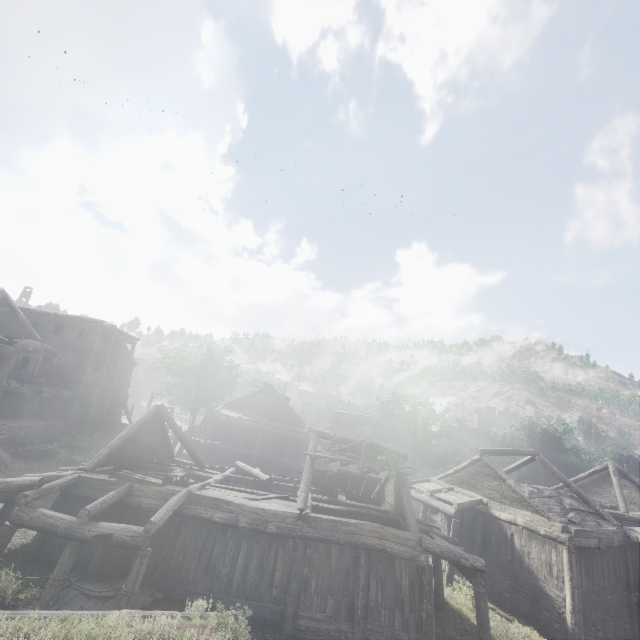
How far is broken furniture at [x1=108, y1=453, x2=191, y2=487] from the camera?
12.8 meters

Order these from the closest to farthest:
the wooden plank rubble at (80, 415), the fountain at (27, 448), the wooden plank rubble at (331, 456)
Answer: the wooden plank rubble at (331, 456), the fountain at (27, 448), the wooden plank rubble at (80, 415)

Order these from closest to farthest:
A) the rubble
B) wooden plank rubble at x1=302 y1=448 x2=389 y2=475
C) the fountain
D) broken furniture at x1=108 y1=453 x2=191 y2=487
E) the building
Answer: the building, broken furniture at x1=108 y1=453 x2=191 y2=487, wooden plank rubble at x1=302 y1=448 x2=389 y2=475, the rubble, the fountain

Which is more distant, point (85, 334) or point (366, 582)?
point (85, 334)

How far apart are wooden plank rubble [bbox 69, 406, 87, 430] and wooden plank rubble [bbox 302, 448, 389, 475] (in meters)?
24.14

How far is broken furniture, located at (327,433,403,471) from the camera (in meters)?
15.12

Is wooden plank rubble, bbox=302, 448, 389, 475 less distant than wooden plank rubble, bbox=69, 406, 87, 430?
Yes

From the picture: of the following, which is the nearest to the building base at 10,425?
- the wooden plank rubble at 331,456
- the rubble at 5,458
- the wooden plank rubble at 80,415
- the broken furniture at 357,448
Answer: the rubble at 5,458
